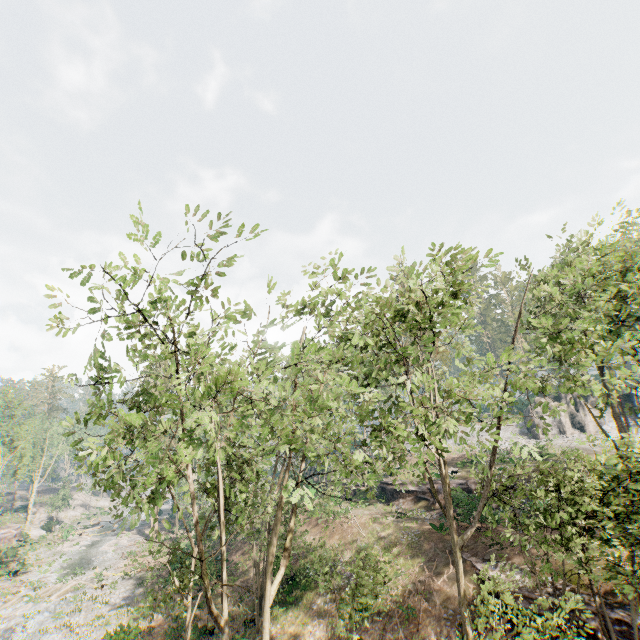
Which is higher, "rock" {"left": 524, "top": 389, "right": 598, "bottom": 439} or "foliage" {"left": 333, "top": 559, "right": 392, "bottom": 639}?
"rock" {"left": 524, "top": 389, "right": 598, "bottom": 439}

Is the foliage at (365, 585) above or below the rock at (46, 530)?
above

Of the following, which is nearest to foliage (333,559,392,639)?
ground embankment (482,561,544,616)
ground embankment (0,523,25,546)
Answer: ground embankment (0,523,25,546)

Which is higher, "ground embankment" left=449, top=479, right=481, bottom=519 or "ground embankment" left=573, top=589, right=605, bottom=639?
"ground embankment" left=449, top=479, right=481, bottom=519

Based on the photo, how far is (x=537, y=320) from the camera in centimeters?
1444cm

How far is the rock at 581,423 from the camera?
41.50m

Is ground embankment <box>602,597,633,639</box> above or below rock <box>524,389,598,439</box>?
below

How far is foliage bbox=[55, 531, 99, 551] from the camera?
45.81m
